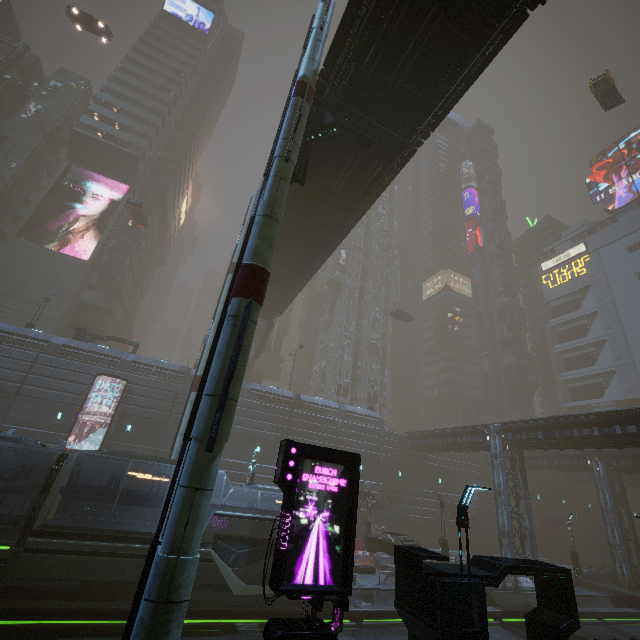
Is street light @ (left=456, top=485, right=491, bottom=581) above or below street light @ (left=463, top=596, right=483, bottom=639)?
above

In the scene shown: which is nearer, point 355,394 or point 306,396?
point 306,396

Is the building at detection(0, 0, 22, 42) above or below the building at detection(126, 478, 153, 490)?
above

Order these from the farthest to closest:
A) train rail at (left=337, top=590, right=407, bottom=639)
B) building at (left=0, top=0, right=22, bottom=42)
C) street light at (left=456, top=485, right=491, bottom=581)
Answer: building at (left=0, top=0, right=22, bottom=42), train rail at (left=337, top=590, right=407, bottom=639), street light at (left=456, top=485, right=491, bottom=581)

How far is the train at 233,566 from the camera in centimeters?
1389cm

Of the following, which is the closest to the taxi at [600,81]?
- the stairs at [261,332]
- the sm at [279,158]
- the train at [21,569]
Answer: the sm at [279,158]

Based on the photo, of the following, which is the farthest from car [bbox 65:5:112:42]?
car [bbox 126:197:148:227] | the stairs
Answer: the stairs

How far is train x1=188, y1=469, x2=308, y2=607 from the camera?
13.9 meters
